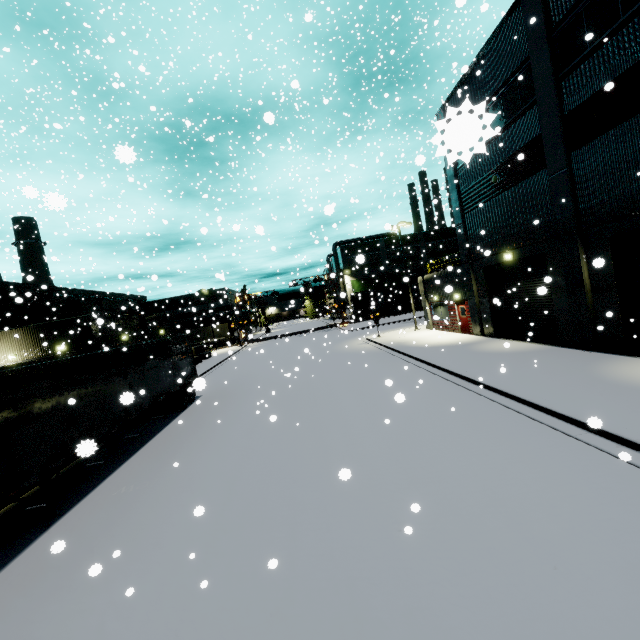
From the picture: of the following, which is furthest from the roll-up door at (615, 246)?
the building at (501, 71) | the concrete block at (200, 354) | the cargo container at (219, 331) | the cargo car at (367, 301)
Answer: the concrete block at (200, 354)

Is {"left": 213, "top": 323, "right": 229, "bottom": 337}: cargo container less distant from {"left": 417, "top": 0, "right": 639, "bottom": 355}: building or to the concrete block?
{"left": 417, "top": 0, "right": 639, "bottom": 355}: building

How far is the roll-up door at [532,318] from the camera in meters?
15.4 m

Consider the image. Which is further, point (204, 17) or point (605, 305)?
point (605, 305)

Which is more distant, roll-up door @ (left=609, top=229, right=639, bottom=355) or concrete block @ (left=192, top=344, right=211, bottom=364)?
concrete block @ (left=192, top=344, right=211, bottom=364)

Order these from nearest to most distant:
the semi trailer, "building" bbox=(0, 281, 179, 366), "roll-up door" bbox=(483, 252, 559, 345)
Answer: the semi trailer → "roll-up door" bbox=(483, 252, 559, 345) → "building" bbox=(0, 281, 179, 366)

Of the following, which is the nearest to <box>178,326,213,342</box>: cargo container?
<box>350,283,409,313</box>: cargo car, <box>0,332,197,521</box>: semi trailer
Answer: <box>350,283,409,313</box>: cargo car

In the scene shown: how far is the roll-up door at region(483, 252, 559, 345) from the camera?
15.4 meters
